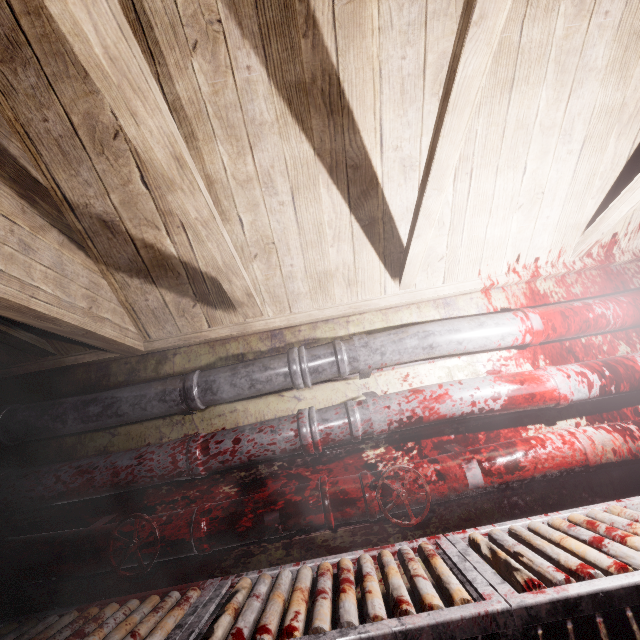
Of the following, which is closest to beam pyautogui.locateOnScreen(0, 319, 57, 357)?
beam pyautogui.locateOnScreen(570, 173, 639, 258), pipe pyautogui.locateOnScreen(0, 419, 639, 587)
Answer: pipe pyautogui.locateOnScreen(0, 419, 639, 587)

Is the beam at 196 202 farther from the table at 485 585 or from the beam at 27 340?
the table at 485 585

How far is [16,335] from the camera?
1.7m

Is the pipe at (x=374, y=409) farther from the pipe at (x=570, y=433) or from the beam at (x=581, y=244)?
the beam at (x=581, y=244)

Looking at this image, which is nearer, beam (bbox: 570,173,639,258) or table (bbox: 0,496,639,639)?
table (bbox: 0,496,639,639)

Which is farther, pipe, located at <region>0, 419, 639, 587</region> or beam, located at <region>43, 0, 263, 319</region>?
pipe, located at <region>0, 419, 639, 587</region>

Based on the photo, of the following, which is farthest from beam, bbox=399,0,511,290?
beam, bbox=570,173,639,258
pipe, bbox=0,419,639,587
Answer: pipe, bbox=0,419,639,587
